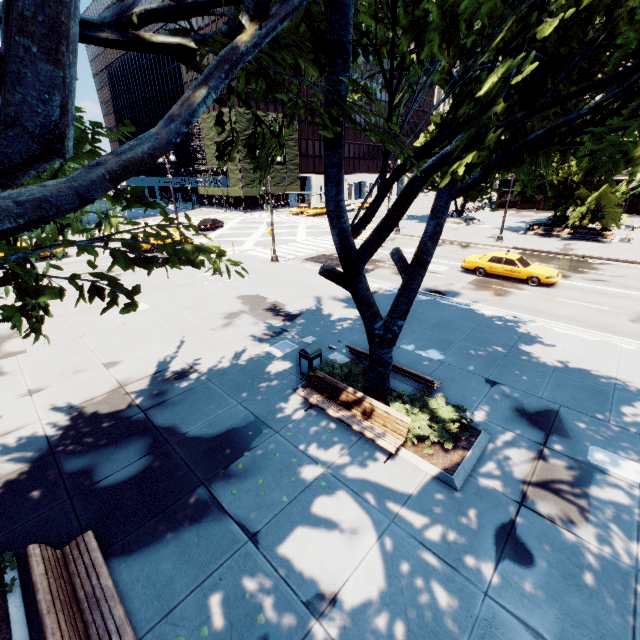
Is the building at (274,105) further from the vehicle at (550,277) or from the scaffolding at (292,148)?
the vehicle at (550,277)

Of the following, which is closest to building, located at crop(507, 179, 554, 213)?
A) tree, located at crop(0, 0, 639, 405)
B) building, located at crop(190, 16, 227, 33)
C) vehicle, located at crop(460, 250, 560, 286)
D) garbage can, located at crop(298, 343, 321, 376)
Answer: tree, located at crop(0, 0, 639, 405)

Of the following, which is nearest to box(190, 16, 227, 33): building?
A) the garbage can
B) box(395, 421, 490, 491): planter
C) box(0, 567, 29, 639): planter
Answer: the garbage can

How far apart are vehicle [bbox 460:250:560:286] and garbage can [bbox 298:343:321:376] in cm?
1470

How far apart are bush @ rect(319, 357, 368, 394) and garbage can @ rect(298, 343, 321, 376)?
0.0 meters

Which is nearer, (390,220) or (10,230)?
(10,230)

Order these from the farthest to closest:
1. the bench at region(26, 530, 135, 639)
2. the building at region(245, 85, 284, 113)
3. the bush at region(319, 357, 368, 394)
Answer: the building at region(245, 85, 284, 113)
the bush at region(319, 357, 368, 394)
the bench at region(26, 530, 135, 639)

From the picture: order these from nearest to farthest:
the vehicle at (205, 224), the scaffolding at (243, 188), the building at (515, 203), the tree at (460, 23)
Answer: the tree at (460, 23) → the vehicle at (205, 224) → the building at (515, 203) → the scaffolding at (243, 188)
